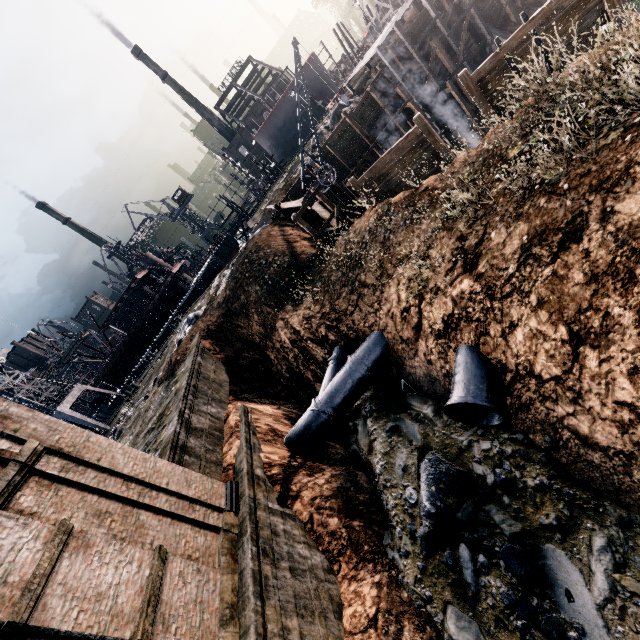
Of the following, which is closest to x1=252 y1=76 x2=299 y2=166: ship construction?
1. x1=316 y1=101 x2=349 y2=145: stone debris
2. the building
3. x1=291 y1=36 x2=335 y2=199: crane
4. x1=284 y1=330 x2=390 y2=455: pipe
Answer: x1=316 y1=101 x2=349 y2=145: stone debris

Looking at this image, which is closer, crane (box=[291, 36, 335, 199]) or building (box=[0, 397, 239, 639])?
building (box=[0, 397, 239, 639])

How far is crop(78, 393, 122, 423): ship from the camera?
50.38m

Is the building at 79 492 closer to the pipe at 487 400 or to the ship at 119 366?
the pipe at 487 400

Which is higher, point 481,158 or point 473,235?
point 481,158

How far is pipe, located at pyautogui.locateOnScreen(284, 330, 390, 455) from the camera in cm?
1541

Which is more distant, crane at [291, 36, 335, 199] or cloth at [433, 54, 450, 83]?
cloth at [433, 54, 450, 83]

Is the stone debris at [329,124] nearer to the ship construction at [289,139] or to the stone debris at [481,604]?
the ship construction at [289,139]
